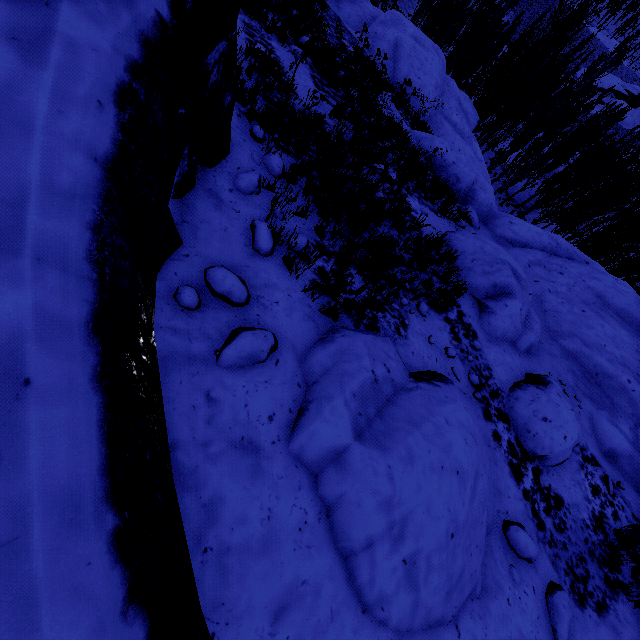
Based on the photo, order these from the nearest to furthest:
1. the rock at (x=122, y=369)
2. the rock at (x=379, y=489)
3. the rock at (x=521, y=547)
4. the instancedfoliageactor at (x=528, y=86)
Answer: the rock at (x=122, y=369), the rock at (x=379, y=489), the rock at (x=521, y=547), the instancedfoliageactor at (x=528, y=86)

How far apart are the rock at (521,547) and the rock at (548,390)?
1.4m

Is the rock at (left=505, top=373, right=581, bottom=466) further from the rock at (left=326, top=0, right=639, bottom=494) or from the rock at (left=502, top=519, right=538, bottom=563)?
the rock at (left=502, top=519, right=538, bottom=563)

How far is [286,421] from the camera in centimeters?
288cm

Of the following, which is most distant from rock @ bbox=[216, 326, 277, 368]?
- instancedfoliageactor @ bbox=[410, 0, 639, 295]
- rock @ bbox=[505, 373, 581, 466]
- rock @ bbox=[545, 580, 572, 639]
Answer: rock @ bbox=[505, 373, 581, 466]

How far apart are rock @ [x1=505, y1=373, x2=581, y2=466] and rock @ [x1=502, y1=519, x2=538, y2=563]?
1.4 meters

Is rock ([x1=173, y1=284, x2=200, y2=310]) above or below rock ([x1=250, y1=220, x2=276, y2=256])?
above

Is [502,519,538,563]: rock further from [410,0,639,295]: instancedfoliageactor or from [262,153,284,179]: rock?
[410,0,639,295]: instancedfoliageactor
